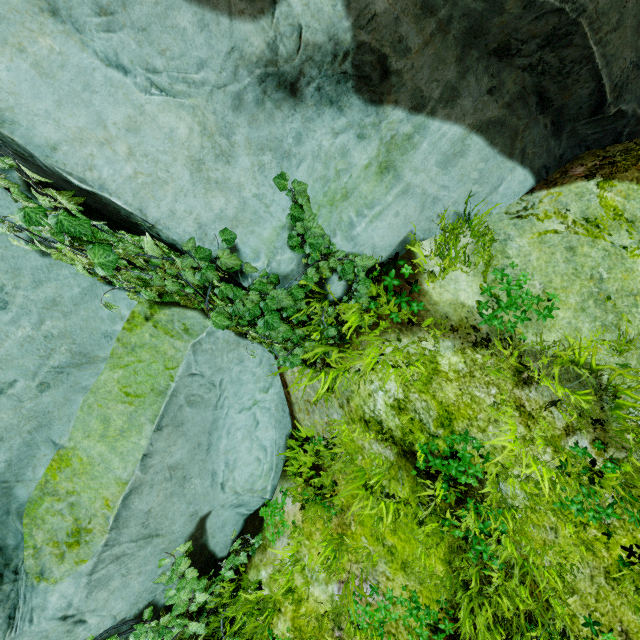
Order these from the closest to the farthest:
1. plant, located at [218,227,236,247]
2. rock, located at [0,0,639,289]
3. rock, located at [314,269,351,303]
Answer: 1. rock, located at [0,0,639,289]
2. plant, located at [218,227,236,247]
3. rock, located at [314,269,351,303]

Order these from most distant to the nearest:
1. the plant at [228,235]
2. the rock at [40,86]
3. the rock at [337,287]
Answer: the rock at [337,287] < the plant at [228,235] < the rock at [40,86]

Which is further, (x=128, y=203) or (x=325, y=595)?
(x=325, y=595)

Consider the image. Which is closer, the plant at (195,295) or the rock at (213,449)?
the plant at (195,295)

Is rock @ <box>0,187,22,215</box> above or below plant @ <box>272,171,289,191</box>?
above

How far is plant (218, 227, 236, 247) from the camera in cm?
236

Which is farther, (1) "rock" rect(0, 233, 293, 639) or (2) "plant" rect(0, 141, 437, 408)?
(1) "rock" rect(0, 233, 293, 639)
